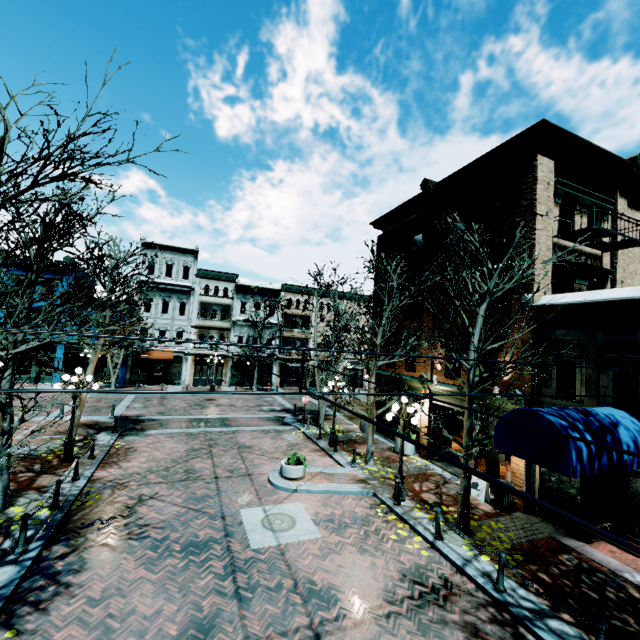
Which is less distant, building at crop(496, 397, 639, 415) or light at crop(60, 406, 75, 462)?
building at crop(496, 397, 639, 415)

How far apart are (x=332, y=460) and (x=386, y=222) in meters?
14.7

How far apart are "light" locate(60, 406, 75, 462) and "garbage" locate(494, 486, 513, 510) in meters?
15.9 m

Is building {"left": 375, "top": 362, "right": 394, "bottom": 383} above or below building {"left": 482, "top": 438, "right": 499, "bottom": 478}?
above

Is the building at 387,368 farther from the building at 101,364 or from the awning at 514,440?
the building at 101,364

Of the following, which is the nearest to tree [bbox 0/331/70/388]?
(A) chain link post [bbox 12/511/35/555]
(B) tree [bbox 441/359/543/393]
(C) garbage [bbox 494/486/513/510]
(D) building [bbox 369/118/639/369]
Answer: (D) building [bbox 369/118/639/369]

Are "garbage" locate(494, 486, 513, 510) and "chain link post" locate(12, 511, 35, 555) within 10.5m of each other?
no

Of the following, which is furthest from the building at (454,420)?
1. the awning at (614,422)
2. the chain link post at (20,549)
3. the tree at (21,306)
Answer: the chain link post at (20,549)
